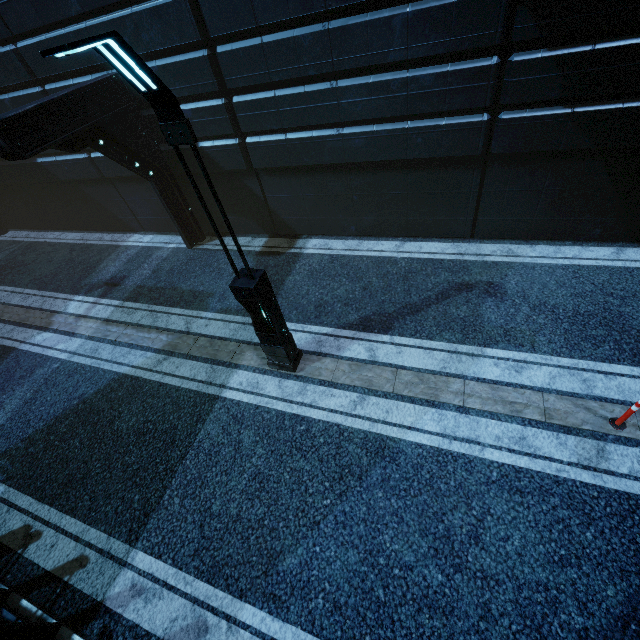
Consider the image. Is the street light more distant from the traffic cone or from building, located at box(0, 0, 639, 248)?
the traffic cone

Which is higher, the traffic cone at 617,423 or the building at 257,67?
the building at 257,67

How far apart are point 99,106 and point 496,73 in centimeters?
886cm

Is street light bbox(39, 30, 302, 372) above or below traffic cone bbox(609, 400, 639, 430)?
above

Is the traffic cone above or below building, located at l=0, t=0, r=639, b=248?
below

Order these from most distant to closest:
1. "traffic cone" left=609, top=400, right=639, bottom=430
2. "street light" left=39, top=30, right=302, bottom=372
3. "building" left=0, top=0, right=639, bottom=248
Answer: "building" left=0, top=0, right=639, bottom=248 → "traffic cone" left=609, top=400, right=639, bottom=430 → "street light" left=39, top=30, right=302, bottom=372

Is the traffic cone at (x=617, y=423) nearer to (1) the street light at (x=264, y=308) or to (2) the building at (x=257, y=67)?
(2) the building at (x=257, y=67)

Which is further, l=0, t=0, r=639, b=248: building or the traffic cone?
l=0, t=0, r=639, b=248: building
